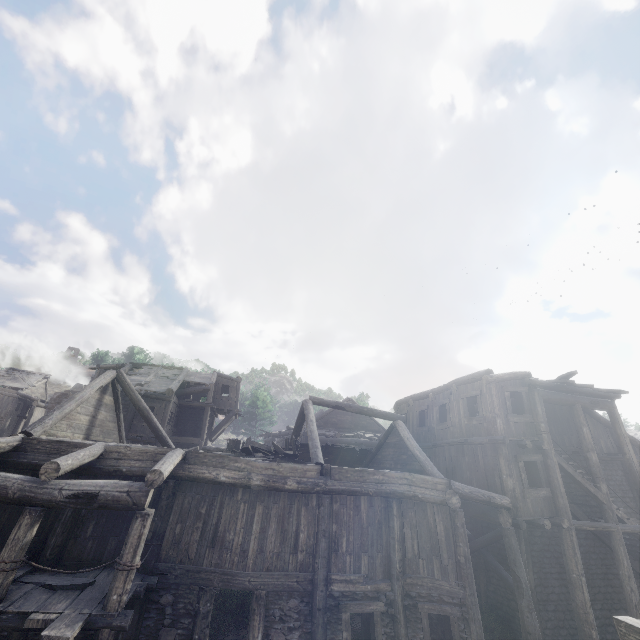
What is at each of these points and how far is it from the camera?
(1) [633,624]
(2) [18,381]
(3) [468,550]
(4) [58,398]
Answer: (1) wooden lamp post, 3.16m
(2) wooden plank rubble, 40.69m
(3) building, 10.55m
(4) stone arch, 34.34m

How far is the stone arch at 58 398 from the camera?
33.81m

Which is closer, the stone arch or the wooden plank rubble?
the stone arch

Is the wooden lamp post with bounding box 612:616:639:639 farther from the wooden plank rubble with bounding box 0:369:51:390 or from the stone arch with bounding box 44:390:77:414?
the wooden plank rubble with bounding box 0:369:51:390

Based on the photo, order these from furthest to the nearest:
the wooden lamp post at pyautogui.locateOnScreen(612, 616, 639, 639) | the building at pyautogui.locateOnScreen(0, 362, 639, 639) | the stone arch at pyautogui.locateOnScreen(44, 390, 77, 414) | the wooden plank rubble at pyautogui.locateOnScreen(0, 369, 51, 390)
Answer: the wooden plank rubble at pyautogui.locateOnScreen(0, 369, 51, 390) → the stone arch at pyautogui.locateOnScreen(44, 390, 77, 414) → the building at pyautogui.locateOnScreen(0, 362, 639, 639) → the wooden lamp post at pyautogui.locateOnScreen(612, 616, 639, 639)

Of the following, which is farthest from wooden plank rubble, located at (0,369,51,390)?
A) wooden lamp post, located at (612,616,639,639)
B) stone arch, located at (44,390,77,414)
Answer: wooden lamp post, located at (612,616,639,639)

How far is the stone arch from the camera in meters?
33.8 m

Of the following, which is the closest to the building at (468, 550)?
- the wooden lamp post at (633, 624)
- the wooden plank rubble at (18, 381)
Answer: the wooden lamp post at (633, 624)
